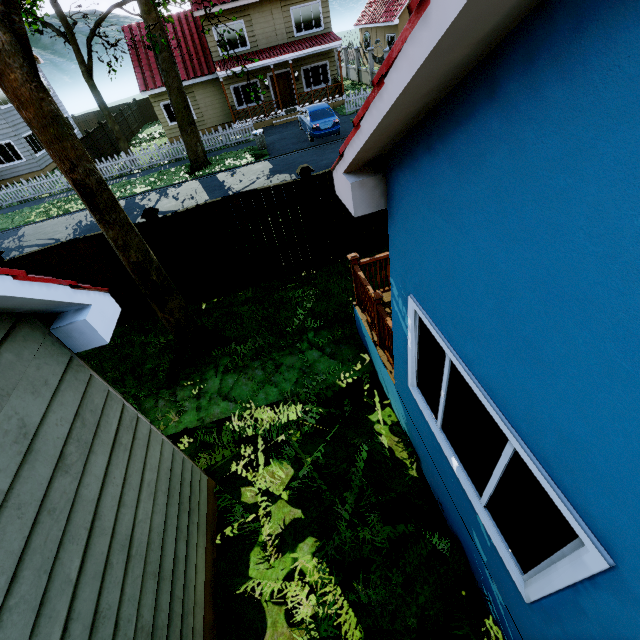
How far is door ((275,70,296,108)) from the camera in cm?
2211

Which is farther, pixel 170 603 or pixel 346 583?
pixel 346 583

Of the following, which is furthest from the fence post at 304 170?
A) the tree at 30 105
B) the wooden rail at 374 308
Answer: the tree at 30 105

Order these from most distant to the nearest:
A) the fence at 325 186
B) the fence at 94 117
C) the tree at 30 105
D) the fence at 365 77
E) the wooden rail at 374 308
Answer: the fence at 365 77 → the fence at 94 117 → the fence at 325 186 → the wooden rail at 374 308 → the tree at 30 105

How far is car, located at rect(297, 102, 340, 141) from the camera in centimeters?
1683cm

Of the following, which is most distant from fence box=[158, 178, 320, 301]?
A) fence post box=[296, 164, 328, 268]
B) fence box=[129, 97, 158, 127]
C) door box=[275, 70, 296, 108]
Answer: fence box=[129, 97, 158, 127]

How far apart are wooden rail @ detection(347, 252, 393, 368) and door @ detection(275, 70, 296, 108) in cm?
2296

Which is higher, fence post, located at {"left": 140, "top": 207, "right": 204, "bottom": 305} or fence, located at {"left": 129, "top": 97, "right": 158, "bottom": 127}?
fence post, located at {"left": 140, "top": 207, "right": 204, "bottom": 305}
